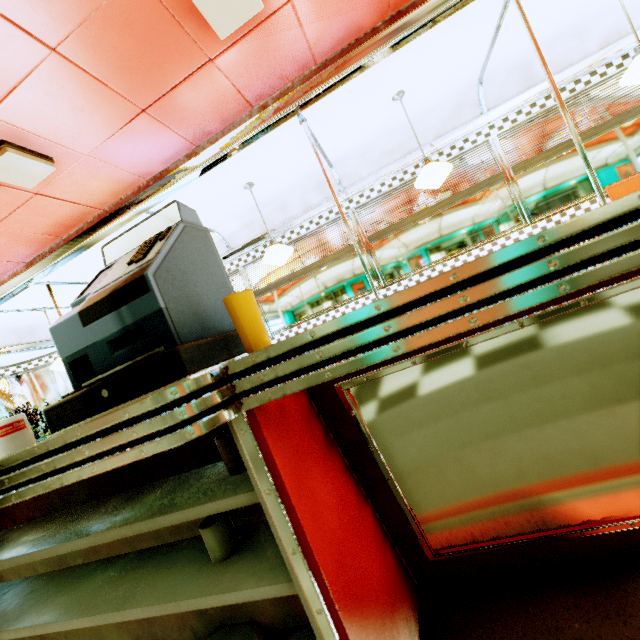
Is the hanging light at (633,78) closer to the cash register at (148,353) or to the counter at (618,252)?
the counter at (618,252)

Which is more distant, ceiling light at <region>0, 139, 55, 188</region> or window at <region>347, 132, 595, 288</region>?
window at <region>347, 132, 595, 288</region>

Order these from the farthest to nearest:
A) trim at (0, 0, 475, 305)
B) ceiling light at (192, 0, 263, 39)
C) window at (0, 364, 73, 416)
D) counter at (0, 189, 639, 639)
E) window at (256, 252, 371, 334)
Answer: window at (0, 364, 73, 416)
window at (256, 252, 371, 334)
trim at (0, 0, 475, 305)
ceiling light at (192, 0, 263, 39)
counter at (0, 189, 639, 639)

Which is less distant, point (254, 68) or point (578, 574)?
point (578, 574)

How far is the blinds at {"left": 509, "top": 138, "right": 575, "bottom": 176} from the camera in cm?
392

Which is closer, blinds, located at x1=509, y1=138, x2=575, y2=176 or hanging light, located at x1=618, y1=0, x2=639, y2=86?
hanging light, located at x1=618, y1=0, x2=639, y2=86

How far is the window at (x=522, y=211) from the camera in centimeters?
403cm

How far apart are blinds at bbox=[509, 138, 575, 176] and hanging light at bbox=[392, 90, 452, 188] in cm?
124
